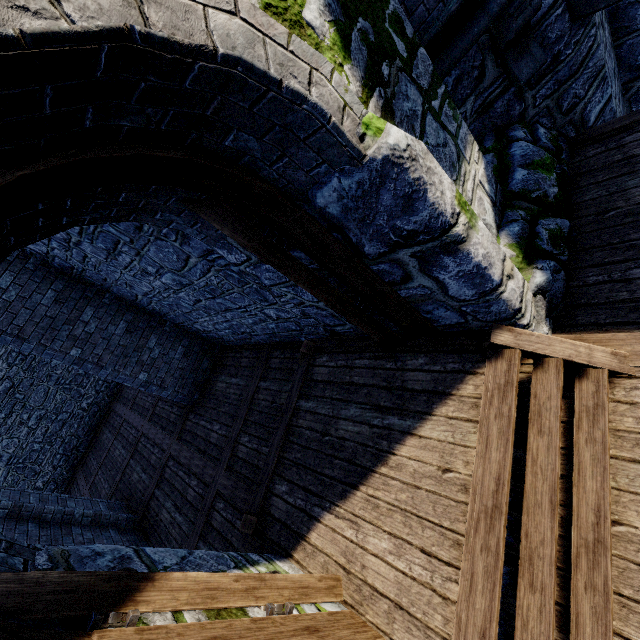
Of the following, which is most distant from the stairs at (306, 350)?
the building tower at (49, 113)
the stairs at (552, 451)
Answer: the stairs at (552, 451)

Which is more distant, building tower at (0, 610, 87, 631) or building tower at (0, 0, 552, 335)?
building tower at (0, 610, 87, 631)

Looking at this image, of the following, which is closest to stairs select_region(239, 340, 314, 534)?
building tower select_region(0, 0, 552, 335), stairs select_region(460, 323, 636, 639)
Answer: building tower select_region(0, 0, 552, 335)

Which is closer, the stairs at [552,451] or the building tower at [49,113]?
the building tower at [49,113]

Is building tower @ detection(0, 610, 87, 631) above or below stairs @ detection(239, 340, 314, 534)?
above

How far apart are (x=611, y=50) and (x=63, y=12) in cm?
726

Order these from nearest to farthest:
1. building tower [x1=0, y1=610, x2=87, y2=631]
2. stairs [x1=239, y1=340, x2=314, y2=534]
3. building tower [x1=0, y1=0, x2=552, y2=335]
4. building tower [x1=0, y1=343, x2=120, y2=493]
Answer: building tower [x1=0, y1=0, x2=552, y2=335] < building tower [x1=0, y1=610, x2=87, y2=631] < stairs [x1=239, y1=340, x2=314, y2=534] < building tower [x1=0, y1=343, x2=120, y2=493]
